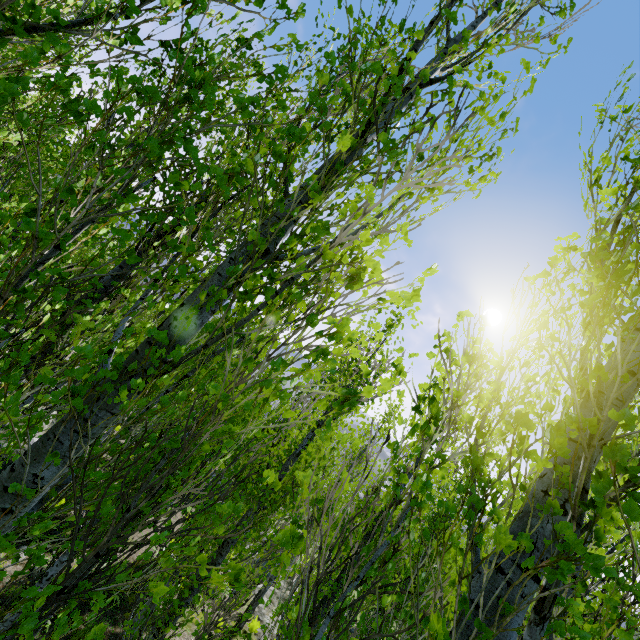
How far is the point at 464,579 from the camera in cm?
216
